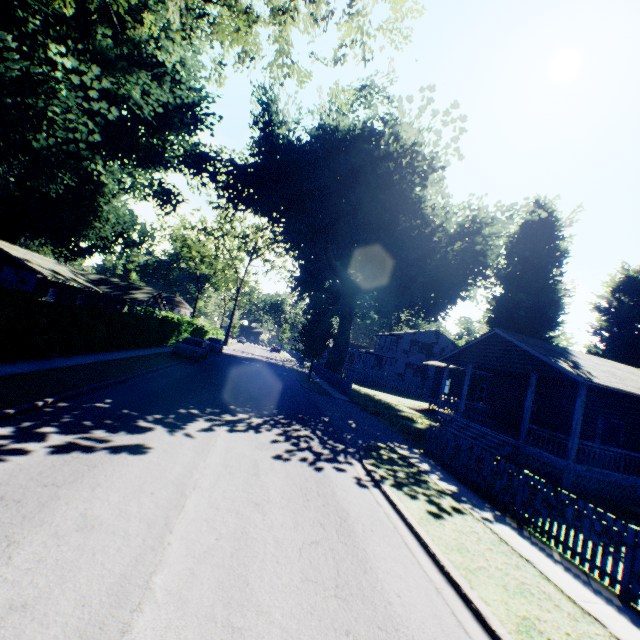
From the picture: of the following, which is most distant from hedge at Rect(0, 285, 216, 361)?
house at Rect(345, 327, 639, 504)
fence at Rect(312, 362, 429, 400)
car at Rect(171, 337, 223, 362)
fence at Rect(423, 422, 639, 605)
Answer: house at Rect(345, 327, 639, 504)

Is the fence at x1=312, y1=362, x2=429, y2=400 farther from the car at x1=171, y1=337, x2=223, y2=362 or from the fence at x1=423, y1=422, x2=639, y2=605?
the fence at x1=423, y1=422, x2=639, y2=605

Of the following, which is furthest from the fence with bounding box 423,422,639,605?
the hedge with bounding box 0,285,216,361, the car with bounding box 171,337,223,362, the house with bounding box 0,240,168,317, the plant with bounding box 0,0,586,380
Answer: the house with bounding box 0,240,168,317

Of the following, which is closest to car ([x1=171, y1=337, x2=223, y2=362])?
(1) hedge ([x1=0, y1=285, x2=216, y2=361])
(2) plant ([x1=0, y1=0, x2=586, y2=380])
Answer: (1) hedge ([x1=0, y1=285, x2=216, y2=361])

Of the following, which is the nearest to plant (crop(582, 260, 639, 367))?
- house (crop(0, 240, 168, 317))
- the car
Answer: house (crop(0, 240, 168, 317))

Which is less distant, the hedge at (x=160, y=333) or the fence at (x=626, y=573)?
the fence at (x=626, y=573)

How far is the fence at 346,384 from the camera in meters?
27.1

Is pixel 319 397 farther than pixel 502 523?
Yes
